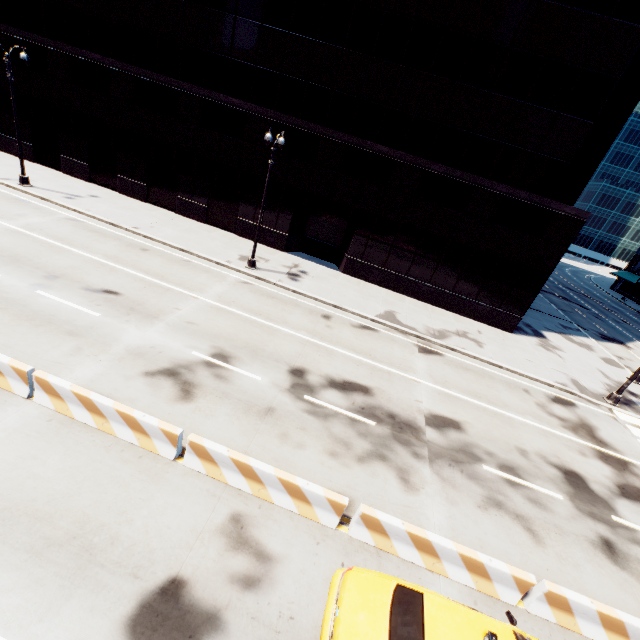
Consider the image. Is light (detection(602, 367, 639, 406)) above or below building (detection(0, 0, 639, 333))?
below

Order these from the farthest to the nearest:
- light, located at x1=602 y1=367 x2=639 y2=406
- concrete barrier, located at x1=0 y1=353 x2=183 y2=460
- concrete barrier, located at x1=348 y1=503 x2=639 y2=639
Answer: light, located at x1=602 y1=367 x2=639 y2=406, concrete barrier, located at x1=0 y1=353 x2=183 y2=460, concrete barrier, located at x1=348 y1=503 x2=639 y2=639

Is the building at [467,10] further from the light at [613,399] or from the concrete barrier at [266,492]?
the concrete barrier at [266,492]

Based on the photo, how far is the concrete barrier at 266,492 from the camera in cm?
731

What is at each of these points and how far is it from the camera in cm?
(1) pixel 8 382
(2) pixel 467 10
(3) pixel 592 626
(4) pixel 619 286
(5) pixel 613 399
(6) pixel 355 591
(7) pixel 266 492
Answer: (1) concrete barrier, 812
(2) building, 1636
(3) concrete barrier, 695
(4) building, 5872
(5) light, 1734
(6) vehicle, 566
(7) concrete barrier, 757

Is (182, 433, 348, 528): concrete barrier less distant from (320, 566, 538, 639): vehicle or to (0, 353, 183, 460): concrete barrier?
(0, 353, 183, 460): concrete barrier

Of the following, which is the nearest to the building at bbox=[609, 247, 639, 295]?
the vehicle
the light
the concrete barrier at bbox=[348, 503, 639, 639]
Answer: the light

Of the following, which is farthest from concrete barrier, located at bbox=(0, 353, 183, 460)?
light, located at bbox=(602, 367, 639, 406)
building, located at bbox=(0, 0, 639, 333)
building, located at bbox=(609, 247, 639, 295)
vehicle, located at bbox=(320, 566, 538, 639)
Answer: building, located at bbox=(609, 247, 639, 295)
